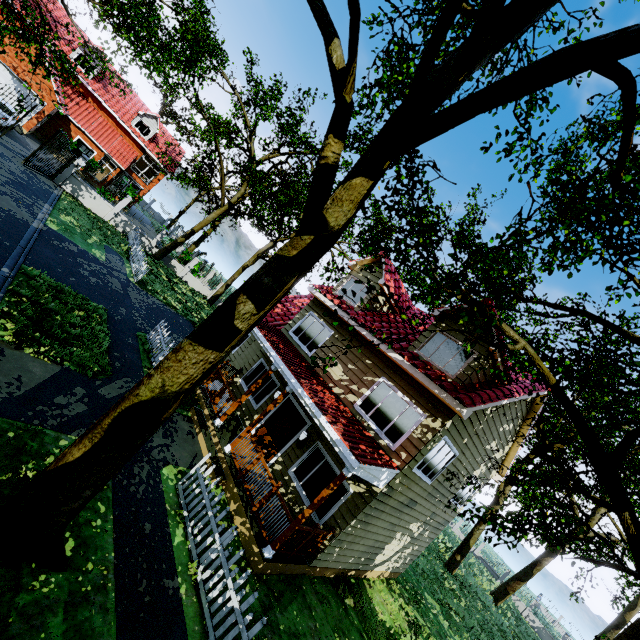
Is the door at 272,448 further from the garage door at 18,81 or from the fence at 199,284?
the garage door at 18,81

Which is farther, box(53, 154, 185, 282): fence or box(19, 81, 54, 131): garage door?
box(19, 81, 54, 131): garage door

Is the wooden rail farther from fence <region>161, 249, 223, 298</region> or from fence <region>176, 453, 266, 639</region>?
fence <region>161, 249, 223, 298</region>

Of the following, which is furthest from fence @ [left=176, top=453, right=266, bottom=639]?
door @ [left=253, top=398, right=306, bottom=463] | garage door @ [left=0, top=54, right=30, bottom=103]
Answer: garage door @ [left=0, top=54, right=30, bottom=103]

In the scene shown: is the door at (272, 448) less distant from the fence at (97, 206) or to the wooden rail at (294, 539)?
the wooden rail at (294, 539)

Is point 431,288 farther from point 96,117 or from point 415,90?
point 96,117

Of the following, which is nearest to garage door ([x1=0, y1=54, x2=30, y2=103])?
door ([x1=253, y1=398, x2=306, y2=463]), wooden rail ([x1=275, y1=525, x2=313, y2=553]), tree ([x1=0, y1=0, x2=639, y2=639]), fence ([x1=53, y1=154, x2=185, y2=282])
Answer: tree ([x1=0, y1=0, x2=639, y2=639])
